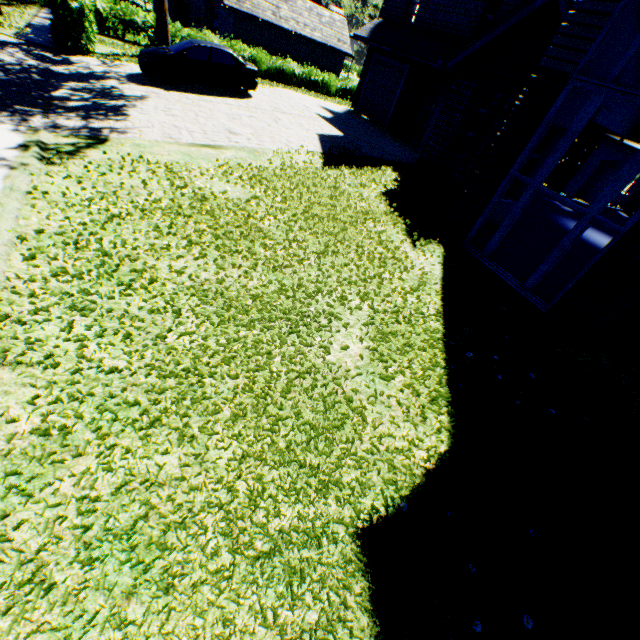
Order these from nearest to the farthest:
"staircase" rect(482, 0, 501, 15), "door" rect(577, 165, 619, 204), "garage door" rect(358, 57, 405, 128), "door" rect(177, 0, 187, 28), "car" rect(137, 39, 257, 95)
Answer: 1. "car" rect(137, 39, 257, 95)
2. "staircase" rect(482, 0, 501, 15)
3. "garage door" rect(358, 57, 405, 128)
4. "door" rect(577, 165, 619, 204)
5. "door" rect(177, 0, 187, 28)

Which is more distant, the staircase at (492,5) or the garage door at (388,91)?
the garage door at (388,91)

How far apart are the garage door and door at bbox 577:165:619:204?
13.45m

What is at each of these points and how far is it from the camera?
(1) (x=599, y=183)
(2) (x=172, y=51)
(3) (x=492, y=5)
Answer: (1) door, 20.0 meters
(2) car, 13.2 meters
(3) staircase, 16.0 meters

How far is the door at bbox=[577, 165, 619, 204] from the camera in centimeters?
1955cm

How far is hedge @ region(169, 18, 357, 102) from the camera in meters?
21.7

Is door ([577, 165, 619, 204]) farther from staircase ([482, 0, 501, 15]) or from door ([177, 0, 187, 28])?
door ([177, 0, 187, 28])

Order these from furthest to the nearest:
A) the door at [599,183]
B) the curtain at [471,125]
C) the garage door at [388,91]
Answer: the door at [599,183]
the garage door at [388,91]
the curtain at [471,125]
